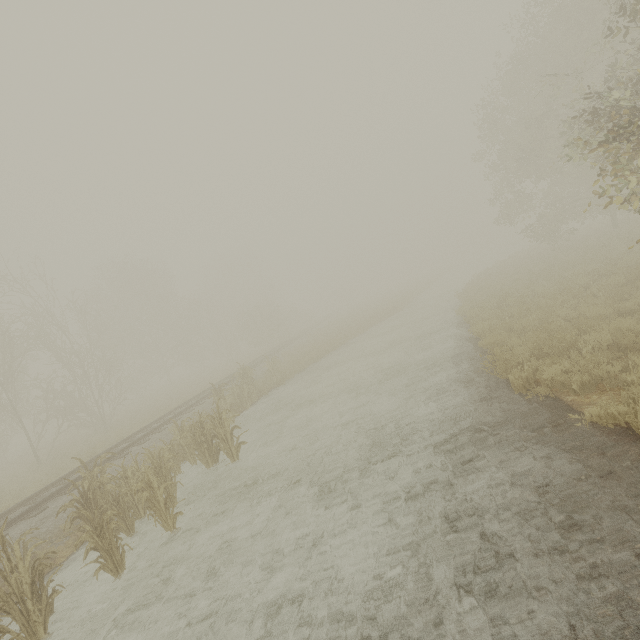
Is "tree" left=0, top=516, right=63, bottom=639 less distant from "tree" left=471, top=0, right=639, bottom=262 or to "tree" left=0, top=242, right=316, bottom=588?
"tree" left=471, top=0, right=639, bottom=262

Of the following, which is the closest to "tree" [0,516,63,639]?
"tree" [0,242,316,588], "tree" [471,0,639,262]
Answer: "tree" [471,0,639,262]

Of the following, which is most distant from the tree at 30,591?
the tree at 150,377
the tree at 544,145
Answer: the tree at 150,377

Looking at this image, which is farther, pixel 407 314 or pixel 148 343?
pixel 148 343

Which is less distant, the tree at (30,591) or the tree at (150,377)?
the tree at (30,591)

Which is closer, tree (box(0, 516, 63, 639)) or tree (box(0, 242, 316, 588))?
tree (box(0, 516, 63, 639))

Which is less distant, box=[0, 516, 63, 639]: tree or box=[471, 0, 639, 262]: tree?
box=[0, 516, 63, 639]: tree
